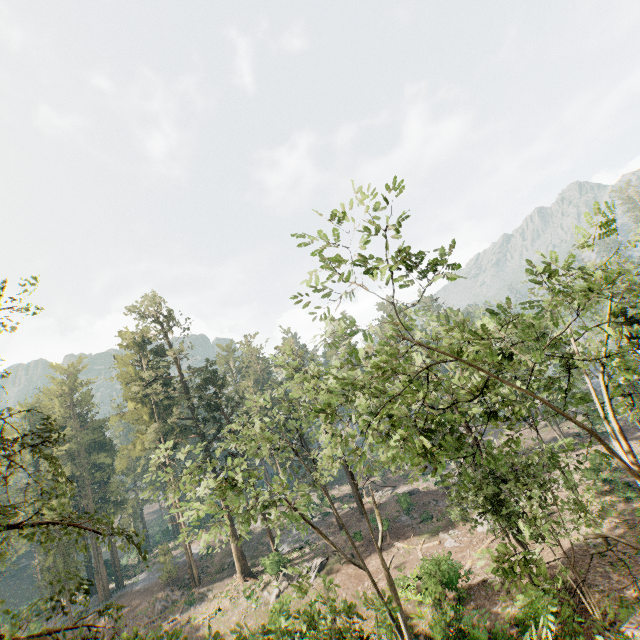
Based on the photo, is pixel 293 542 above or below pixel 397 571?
above
